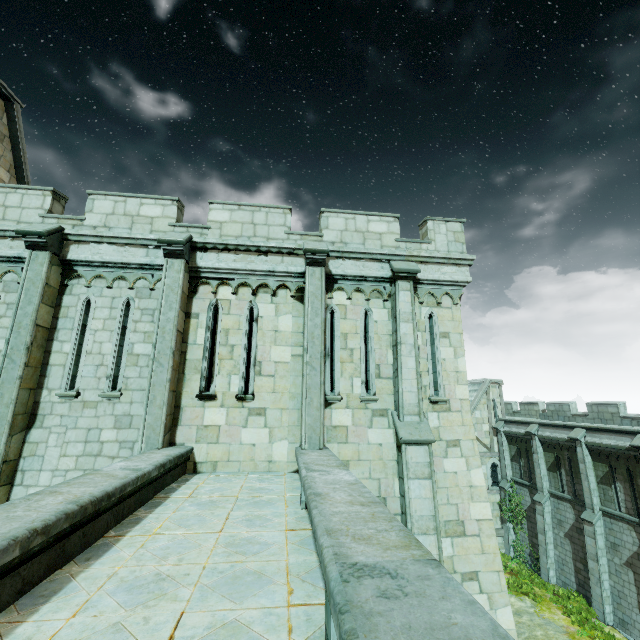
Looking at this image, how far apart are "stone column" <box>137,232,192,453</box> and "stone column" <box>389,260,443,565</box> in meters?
5.4 m

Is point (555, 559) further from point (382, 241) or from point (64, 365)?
point (64, 365)

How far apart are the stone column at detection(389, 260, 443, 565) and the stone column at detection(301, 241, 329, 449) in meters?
1.8 m

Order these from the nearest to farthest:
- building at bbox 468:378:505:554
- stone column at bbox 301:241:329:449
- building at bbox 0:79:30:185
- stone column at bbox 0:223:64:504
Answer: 1. stone column at bbox 0:223:64:504
2. stone column at bbox 301:241:329:449
3. building at bbox 0:79:30:185
4. building at bbox 468:378:505:554

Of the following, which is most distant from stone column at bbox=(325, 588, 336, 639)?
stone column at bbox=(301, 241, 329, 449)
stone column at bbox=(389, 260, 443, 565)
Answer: stone column at bbox=(389, 260, 443, 565)

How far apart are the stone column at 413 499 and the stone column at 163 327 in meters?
5.4 m

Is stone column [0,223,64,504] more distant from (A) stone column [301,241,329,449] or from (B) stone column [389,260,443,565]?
(B) stone column [389,260,443,565]

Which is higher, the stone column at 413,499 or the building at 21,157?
the building at 21,157
